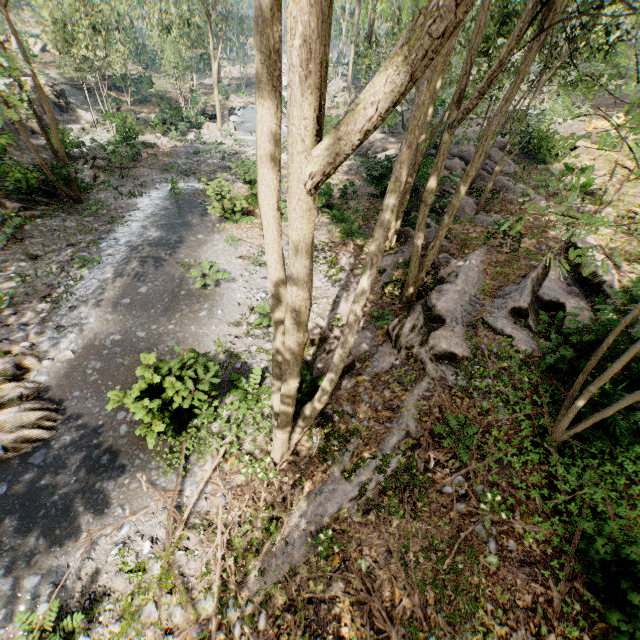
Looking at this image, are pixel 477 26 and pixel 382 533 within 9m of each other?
no

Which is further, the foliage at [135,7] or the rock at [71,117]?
the rock at [71,117]

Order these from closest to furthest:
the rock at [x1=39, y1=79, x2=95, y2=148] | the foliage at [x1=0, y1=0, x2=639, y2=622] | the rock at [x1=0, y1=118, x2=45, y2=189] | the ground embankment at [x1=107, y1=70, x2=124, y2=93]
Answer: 1. the foliage at [x1=0, y1=0, x2=639, y2=622]
2. the rock at [x1=0, y1=118, x2=45, y2=189]
3. the rock at [x1=39, y1=79, x2=95, y2=148]
4. the ground embankment at [x1=107, y1=70, x2=124, y2=93]

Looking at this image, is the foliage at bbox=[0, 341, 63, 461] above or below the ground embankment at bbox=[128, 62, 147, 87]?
below

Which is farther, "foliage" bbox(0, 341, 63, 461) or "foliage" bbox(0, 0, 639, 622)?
"foliage" bbox(0, 341, 63, 461)

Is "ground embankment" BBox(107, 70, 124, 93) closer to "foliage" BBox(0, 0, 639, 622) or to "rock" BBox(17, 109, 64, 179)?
"foliage" BBox(0, 0, 639, 622)

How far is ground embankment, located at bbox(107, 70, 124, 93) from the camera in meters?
36.8 m

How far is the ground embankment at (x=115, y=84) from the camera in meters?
36.8 m
